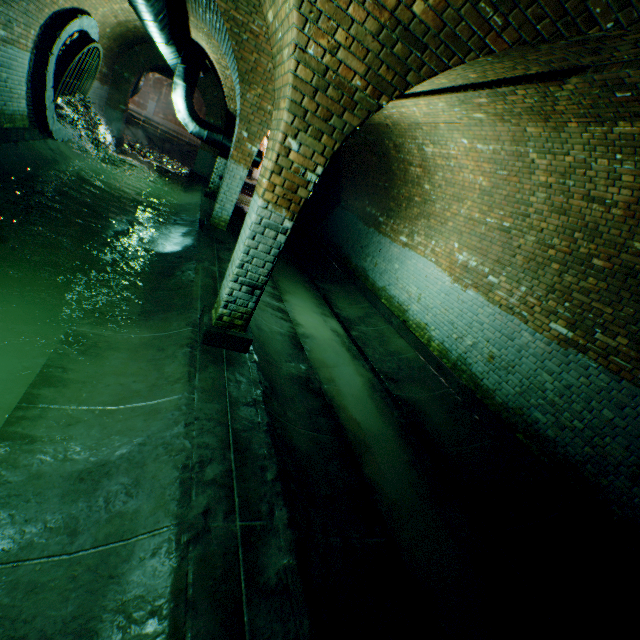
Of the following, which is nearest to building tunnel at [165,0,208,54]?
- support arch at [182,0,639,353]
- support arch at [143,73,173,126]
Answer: support arch at [182,0,639,353]

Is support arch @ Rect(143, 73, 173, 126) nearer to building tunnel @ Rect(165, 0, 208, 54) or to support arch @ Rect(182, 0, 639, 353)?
building tunnel @ Rect(165, 0, 208, 54)

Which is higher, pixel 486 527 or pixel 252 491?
pixel 252 491

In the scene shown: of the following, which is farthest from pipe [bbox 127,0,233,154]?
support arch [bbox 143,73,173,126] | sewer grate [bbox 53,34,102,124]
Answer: support arch [bbox 143,73,173,126]

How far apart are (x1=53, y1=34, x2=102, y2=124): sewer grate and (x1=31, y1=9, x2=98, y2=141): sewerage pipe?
0.01m

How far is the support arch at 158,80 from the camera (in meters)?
24.39

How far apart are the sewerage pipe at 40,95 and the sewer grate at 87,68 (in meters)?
0.01

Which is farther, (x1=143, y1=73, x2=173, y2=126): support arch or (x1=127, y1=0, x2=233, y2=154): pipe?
(x1=143, y1=73, x2=173, y2=126): support arch
